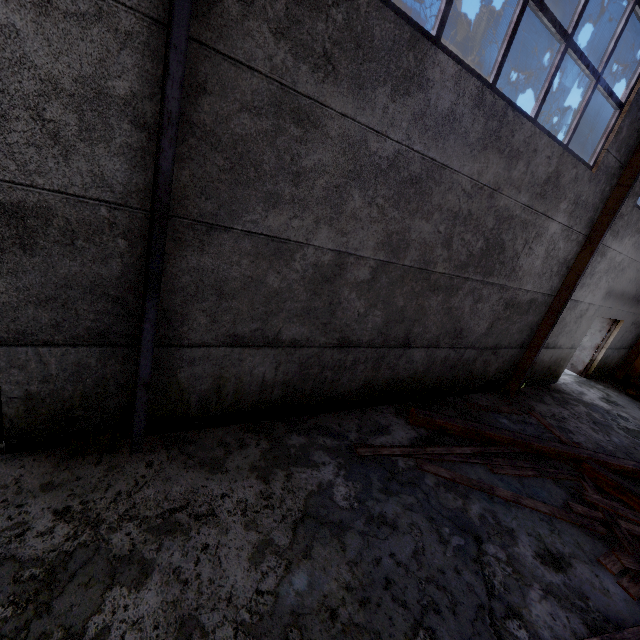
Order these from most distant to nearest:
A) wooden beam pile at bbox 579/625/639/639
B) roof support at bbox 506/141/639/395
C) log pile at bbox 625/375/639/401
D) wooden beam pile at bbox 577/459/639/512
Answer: log pile at bbox 625/375/639/401
roof support at bbox 506/141/639/395
wooden beam pile at bbox 577/459/639/512
wooden beam pile at bbox 579/625/639/639

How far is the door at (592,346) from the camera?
10.51m

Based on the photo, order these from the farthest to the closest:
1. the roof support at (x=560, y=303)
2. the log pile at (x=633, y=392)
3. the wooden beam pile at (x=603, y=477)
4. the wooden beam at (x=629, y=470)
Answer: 1. the log pile at (x=633, y=392)
2. the roof support at (x=560, y=303)
3. the wooden beam at (x=629, y=470)
4. the wooden beam pile at (x=603, y=477)

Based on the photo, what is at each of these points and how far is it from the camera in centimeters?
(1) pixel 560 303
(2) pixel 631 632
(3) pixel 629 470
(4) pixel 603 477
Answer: (1) roof support, 705cm
(2) wooden beam pile, 288cm
(3) wooden beam, 566cm
(4) wooden beam pile, 514cm

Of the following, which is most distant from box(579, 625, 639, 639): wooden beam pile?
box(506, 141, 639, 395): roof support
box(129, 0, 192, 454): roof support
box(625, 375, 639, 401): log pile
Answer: box(625, 375, 639, 401): log pile

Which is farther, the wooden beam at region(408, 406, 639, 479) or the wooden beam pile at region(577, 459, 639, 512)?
the wooden beam at region(408, 406, 639, 479)

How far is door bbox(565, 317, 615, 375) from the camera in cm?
1051

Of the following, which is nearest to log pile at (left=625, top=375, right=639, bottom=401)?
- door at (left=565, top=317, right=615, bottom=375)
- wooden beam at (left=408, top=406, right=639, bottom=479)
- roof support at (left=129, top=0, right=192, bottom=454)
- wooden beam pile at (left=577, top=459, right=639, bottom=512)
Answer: door at (left=565, top=317, right=615, bottom=375)
